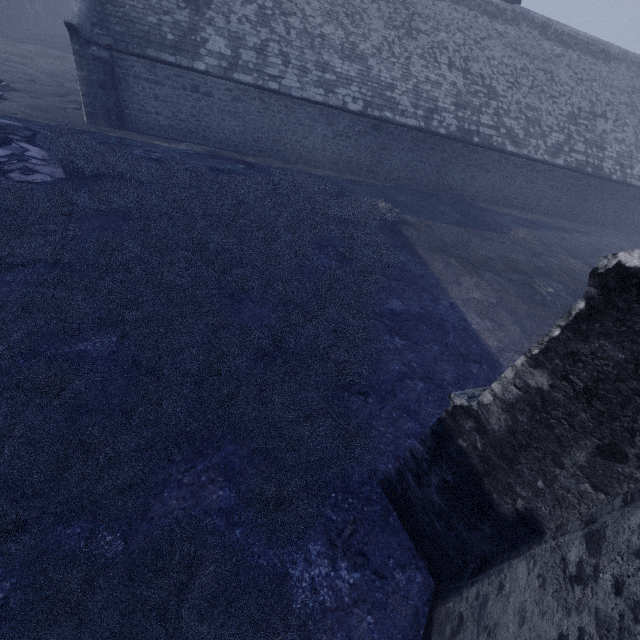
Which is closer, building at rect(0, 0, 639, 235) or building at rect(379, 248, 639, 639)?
building at rect(379, 248, 639, 639)

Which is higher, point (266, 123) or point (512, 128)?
point (512, 128)

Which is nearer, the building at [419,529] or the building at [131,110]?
the building at [419,529]
